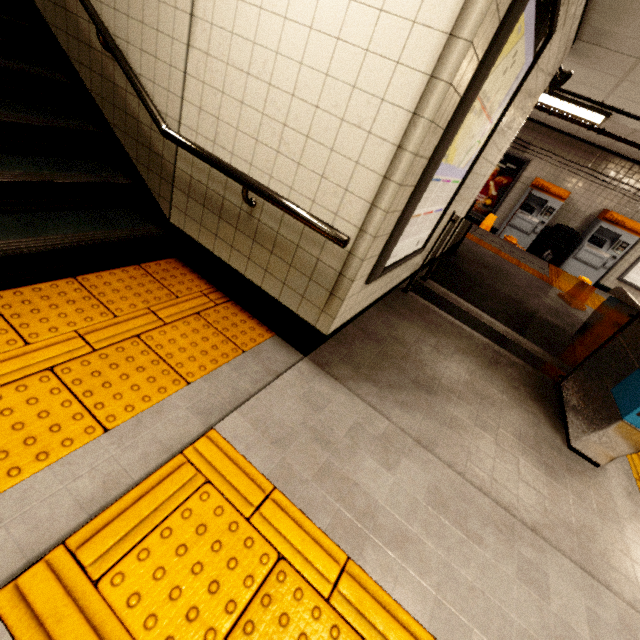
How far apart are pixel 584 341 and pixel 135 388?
4.51m

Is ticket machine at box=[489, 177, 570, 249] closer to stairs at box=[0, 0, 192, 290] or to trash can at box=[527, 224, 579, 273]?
trash can at box=[527, 224, 579, 273]

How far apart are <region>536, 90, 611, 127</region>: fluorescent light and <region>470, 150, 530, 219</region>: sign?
2.5 meters

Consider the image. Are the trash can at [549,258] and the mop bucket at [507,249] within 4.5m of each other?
yes

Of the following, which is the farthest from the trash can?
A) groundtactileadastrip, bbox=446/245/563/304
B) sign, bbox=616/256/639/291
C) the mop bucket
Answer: sign, bbox=616/256/639/291

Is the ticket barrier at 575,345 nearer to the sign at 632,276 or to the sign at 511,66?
the sign at 511,66

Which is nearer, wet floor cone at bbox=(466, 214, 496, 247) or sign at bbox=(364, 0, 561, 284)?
sign at bbox=(364, 0, 561, 284)

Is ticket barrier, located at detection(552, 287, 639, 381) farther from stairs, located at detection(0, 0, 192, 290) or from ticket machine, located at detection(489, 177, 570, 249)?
ticket machine, located at detection(489, 177, 570, 249)
